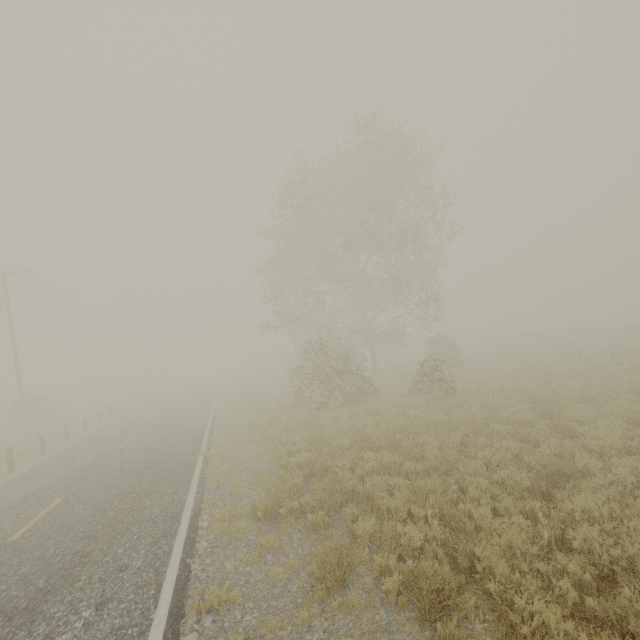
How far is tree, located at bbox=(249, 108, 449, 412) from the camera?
17.56m

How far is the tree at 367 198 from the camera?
17.56m

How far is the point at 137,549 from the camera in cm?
600
